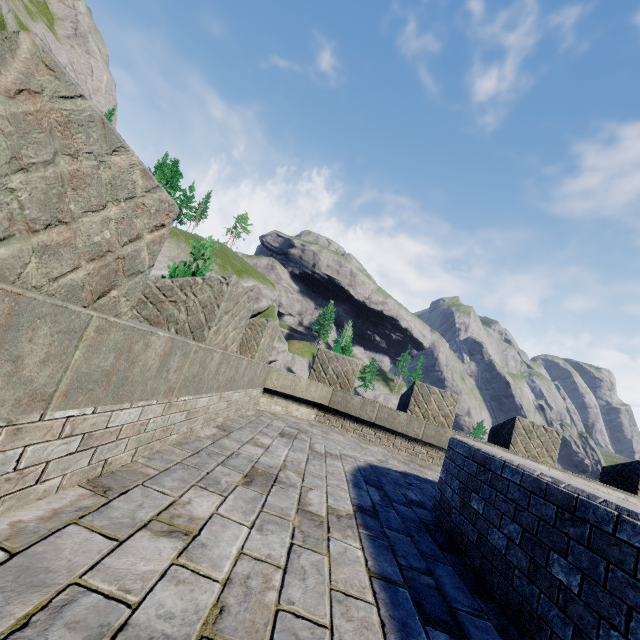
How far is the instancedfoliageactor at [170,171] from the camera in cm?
4900

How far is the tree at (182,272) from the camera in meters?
9.1

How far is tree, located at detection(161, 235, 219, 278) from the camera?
9.1 meters

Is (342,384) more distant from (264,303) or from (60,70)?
(264,303)

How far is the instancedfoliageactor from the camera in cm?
4900

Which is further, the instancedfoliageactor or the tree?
the instancedfoliageactor

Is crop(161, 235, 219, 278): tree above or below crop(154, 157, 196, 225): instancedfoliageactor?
below
